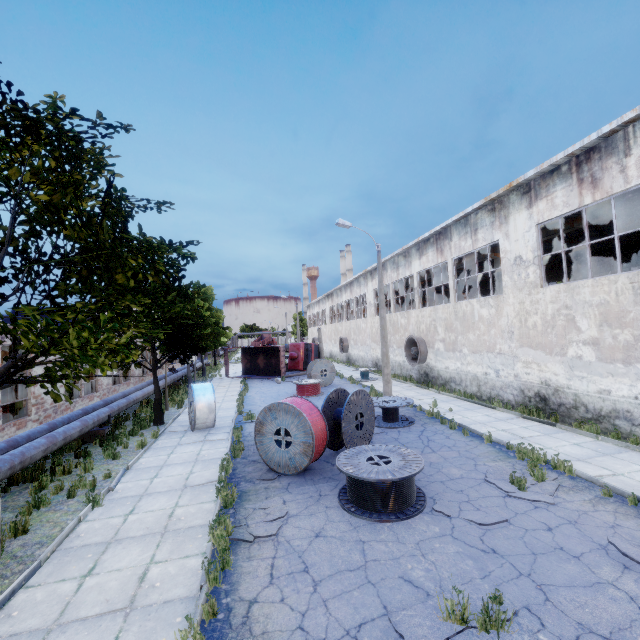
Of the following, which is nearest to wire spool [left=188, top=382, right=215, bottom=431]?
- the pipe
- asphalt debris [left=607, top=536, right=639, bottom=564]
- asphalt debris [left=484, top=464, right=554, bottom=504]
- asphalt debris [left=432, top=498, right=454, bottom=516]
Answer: the pipe

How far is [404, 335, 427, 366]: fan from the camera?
21.8m

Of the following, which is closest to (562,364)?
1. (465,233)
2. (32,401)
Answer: (465,233)

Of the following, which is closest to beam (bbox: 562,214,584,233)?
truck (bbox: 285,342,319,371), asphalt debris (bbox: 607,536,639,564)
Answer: truck (bbox: 285,342,319,371)

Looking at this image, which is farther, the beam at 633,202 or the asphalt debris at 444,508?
the beam at 633,202

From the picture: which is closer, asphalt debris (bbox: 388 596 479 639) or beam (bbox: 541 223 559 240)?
asphalt debris (bbox: 388 596 479 639)

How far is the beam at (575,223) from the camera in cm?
1429

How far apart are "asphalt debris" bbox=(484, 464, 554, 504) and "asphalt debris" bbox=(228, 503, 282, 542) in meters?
5.0 m
